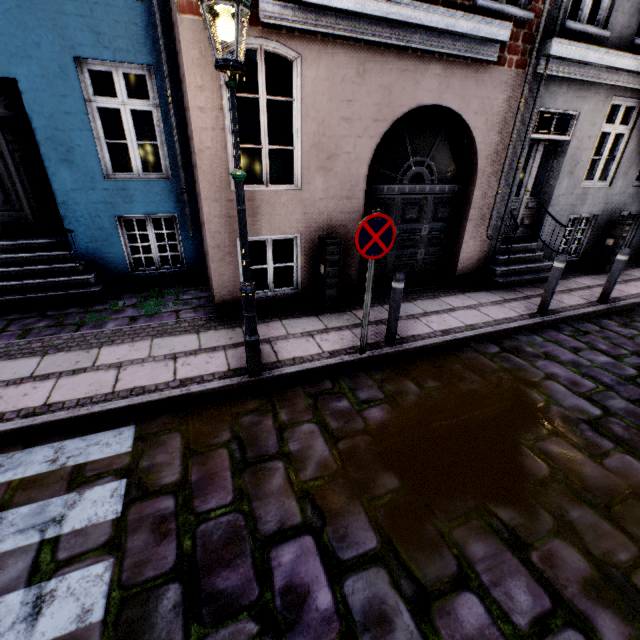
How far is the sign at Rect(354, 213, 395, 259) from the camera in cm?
370

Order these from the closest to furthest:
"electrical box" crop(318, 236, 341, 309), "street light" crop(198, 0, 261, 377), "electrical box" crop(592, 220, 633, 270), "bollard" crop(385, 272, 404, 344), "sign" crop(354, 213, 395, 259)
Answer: "street light" crop(198, 0, 261, 377)
"sign" crop(354, 213, 395, 259)
"bollard" crop(385, 272, 404, 344)
"electrical box" crop(318, 236, 341, 309)
"electrical box" crop(592, 220, 633, 270)

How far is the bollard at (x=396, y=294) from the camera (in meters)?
4.43

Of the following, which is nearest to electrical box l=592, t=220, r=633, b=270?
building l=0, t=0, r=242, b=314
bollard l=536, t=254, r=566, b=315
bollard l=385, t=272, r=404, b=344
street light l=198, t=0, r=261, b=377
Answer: building l=0, t=0, r=242, b=314

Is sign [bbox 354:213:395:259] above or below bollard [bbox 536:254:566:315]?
above

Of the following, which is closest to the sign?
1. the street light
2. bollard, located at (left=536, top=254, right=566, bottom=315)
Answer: the street light

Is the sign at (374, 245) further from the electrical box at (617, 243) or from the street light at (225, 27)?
the electrical box at (617, 243)

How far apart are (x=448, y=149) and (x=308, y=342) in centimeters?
473cm
